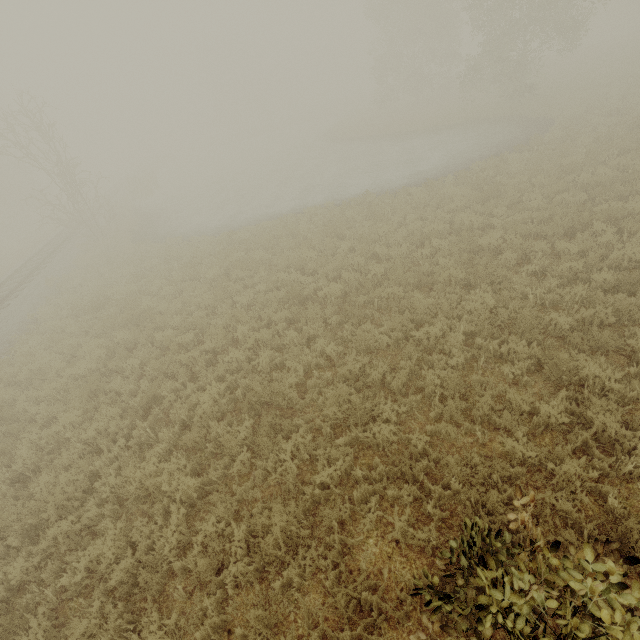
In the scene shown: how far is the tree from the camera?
33.9 meters

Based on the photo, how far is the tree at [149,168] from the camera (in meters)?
33.88

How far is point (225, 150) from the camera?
56.4 meters
